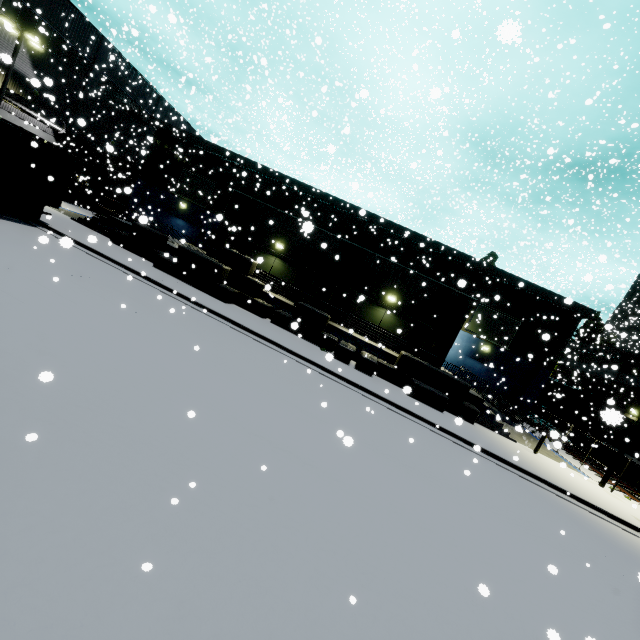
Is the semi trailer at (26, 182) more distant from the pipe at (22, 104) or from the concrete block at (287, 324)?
the concrete block at (287, 324)

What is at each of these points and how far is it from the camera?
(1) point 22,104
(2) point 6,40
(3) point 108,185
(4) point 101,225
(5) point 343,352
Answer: (1) pipe, 24.5 meters
(2) building, 23.3 meters
(3) building, 35.9 meters
(4) building, 21.1 meters
(5) concrete block, 17.0 meters

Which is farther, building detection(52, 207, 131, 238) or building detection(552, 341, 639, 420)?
building detection(552, 341, 639, 420)

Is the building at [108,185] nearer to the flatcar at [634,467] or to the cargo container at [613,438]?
the cargo container at [613,438]

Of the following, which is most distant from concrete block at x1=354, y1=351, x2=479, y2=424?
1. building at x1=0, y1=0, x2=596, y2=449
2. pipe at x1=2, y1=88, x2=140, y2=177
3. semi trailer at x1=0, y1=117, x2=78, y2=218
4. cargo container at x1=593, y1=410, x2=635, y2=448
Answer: pipe at x1=2, y1=88, x2=140, y2=177

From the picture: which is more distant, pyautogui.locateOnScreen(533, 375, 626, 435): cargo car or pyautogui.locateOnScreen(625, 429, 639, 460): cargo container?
pyautogui.locateOnScreen(533, 375, 626, 435): cargo car

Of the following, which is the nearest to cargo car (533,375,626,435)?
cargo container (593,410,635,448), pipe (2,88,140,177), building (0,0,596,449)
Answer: cargo container (593,410,635,448)

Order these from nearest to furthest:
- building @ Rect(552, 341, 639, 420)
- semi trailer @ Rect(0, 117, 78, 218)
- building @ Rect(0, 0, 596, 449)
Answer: semi trailer @ Rect(0, 117, 78, 218)
building @ Rect(0, 0, 596, 449)
building @ Rect(552, 341, 639, 420)
